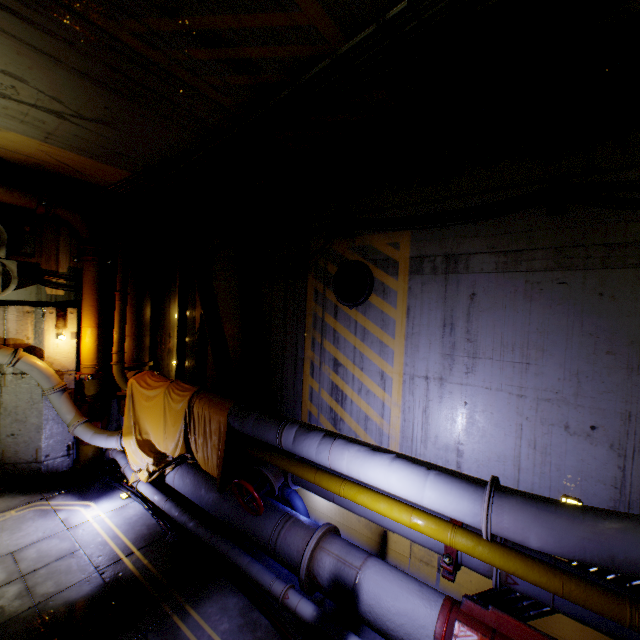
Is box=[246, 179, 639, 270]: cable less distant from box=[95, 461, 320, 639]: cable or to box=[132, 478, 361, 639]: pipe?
box=[132, 478, 361, 639]: pipe

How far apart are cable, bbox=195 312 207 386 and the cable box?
3.6m

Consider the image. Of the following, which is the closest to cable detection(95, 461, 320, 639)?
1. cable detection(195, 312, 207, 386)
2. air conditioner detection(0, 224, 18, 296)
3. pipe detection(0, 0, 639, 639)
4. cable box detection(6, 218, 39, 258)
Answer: pipe detection(0, 0, 639, 639)

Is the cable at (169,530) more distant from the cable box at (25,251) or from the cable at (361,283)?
the cable box at (25,251)

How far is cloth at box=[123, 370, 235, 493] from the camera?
6.15m

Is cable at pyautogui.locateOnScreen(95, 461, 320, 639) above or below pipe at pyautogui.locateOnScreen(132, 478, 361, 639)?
below

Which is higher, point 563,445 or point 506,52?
point 506,52

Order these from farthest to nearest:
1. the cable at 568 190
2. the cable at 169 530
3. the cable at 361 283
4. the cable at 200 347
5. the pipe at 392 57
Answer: the cable at 200 347
the cable at 361 283
the cable at 169 530
the cable at 568 190
the pipe at 392 57
